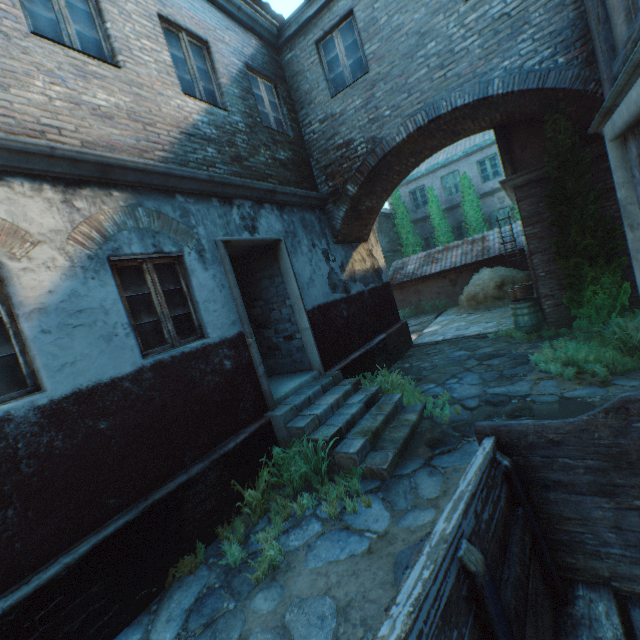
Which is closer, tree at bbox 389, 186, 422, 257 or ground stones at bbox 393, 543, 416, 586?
ground stones at bbox 393, 543, 416, 586

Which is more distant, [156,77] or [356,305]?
[356,305]

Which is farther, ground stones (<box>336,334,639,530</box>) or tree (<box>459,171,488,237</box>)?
tree (<box>459,171,488,237</box>)

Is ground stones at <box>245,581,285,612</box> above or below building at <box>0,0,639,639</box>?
below

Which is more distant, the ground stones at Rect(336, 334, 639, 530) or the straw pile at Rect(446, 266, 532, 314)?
the straw pile at Rect(446, 266, 532, 314)

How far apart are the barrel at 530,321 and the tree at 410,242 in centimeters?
1161cm

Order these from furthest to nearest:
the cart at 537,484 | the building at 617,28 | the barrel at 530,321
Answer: the barrel at 530,321 → the building at 617,28 → the cart at 537,484

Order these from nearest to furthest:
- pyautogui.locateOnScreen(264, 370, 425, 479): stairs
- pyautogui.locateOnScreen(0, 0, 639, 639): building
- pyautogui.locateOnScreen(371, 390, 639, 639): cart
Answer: pyautogui.locateOnScreen(371, 390, 639, 639): cart
pyautogui.locateOnScreen(0, 0, 639, 639): building
pyautogui.locateOnScreen(264, 370, 425, 479): stairs
